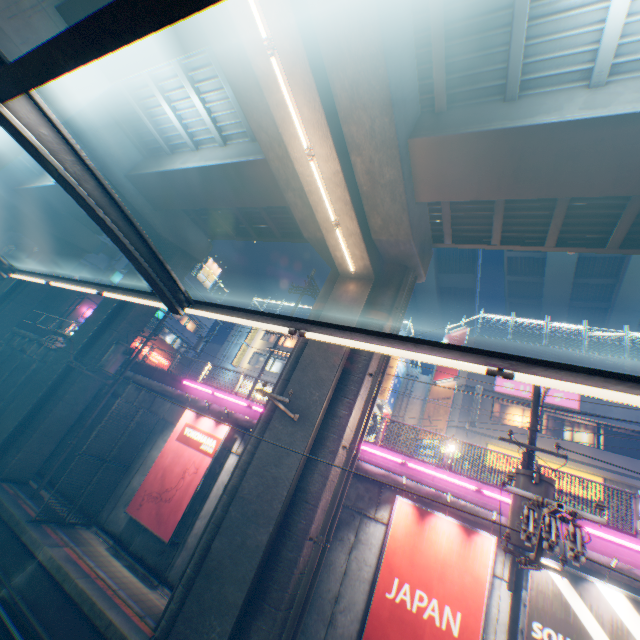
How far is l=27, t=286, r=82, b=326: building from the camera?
29.39m

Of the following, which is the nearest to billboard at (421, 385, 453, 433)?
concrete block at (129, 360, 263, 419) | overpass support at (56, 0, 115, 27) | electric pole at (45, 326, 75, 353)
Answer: concrete block at (129, 360, 263, 419)

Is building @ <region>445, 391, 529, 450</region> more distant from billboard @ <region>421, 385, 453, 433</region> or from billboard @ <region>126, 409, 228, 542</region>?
billboard @ <region>126, 409, 228, 542</region>

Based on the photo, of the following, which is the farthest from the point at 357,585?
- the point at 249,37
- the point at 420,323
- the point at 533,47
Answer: the point at 420,323

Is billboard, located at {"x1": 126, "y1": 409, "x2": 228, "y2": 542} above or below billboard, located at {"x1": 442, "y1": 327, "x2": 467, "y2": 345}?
below

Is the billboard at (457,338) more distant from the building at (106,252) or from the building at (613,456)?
the building at (106,252)

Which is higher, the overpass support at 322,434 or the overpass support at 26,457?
the overpass support at 322,434

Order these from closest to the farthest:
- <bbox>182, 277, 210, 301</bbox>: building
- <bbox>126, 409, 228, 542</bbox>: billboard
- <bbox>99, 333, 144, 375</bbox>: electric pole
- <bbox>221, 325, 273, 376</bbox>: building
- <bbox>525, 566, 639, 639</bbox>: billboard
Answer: <bbox>525, 566, 639, 639</bbox>: billboard
<bbox>126, 409, 228, 542</bbox>: billboard
<bbox>99, 333, 144, 375</bbox>: electric pole
<bbox>221, 325, 273, 376</bbox>: building
<bbox>182, 277, 210, 301</bbox>: building
